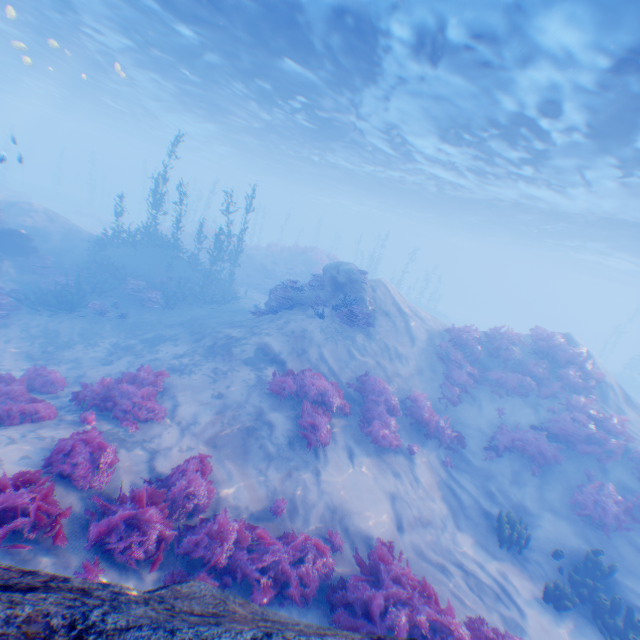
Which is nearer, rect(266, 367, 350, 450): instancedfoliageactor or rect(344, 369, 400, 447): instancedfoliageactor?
rect(266, 367, 350, 450): instancedfoliageactor

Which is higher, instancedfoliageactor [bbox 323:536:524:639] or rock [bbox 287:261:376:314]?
rock [bbox 287:261:376:314]

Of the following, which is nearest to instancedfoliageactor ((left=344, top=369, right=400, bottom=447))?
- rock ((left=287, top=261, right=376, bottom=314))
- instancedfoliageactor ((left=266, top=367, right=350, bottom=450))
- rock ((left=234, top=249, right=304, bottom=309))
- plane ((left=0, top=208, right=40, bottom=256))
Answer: instancedfoliageactor ((left=266, top=367, right=350, bottom=450))

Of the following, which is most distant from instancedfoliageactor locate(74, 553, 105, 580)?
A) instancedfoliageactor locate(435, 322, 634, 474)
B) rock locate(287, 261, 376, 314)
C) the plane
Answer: instancedfoliageactor locate(435, 322, 634, 474)

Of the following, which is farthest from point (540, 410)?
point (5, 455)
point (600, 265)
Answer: point (600, 265)

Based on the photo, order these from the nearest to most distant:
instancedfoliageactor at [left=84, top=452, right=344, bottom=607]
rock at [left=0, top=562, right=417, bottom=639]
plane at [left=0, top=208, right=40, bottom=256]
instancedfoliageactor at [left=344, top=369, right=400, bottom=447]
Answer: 1. rock at [left=0, top=562, right=417, bottom=639]
2. instancedfoliageactor at [left=84, top=452, right=344, bottom=607]
3. instancedfoliageactor at [left=344, top=369, right=400, bottom=447]
4. plane at [left=0, top=208, right=40, bottom=256]

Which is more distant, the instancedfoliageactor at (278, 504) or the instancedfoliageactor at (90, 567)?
the instancedfoliageactor at (278, 504)

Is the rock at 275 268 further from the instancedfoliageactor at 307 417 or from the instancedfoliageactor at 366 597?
the instancedfoliageactor at 366 597
